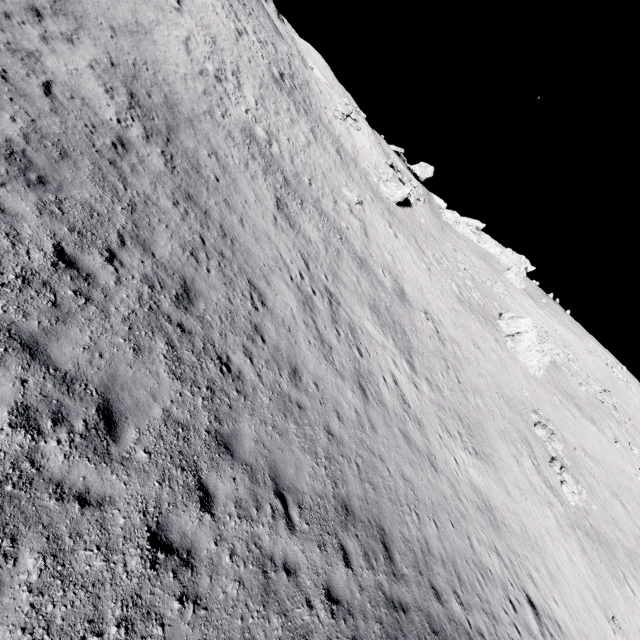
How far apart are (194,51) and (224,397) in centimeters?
2174cm

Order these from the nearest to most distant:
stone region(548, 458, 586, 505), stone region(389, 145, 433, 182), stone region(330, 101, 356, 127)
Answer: stone region(548, 458, 586, 505) → stone region(330, 101, 356, 127) → stone region(389, 145, 433, 182)

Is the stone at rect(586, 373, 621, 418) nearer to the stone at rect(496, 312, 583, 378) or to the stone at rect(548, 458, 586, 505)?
the stone at rect(496, 312, 583, 378)

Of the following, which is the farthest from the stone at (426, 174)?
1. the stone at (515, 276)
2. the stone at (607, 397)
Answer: the stone at (607, 397)

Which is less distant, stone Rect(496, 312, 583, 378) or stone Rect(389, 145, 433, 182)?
stone Rect(496, 312, 583, 378)

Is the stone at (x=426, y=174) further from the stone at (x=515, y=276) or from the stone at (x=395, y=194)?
the stone at (x=395, y=194)

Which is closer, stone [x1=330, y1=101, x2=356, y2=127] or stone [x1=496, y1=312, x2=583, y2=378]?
stone [x1=496, y1=312, x2=583, y2=378]

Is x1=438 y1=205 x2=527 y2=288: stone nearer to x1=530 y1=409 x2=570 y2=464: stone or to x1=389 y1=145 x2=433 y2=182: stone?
x1=389 y1=145 x2=433 y2=182: stone
